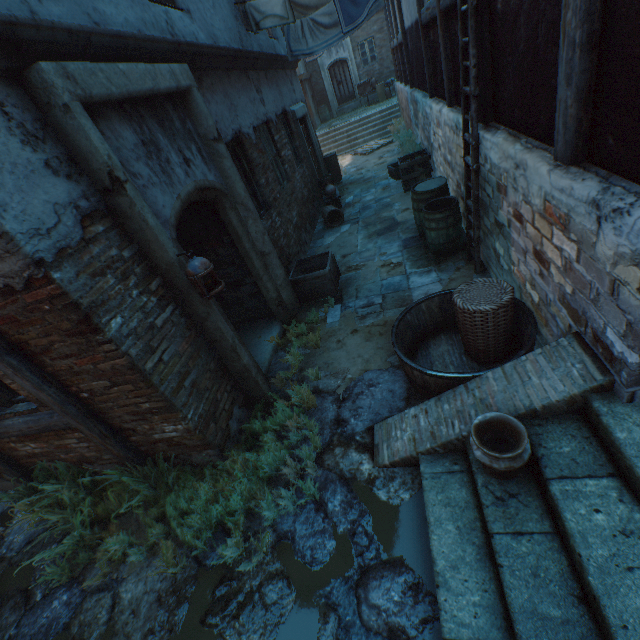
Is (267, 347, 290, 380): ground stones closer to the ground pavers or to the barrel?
the ground pavers

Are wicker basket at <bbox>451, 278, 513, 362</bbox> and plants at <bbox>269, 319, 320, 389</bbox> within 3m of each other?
yes

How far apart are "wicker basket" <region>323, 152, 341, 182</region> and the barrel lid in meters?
6.5

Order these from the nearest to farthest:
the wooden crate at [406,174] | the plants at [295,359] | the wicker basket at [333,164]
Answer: the plants at [295,359], the wooden crate at [406,174], the wicker basket at [333,164]

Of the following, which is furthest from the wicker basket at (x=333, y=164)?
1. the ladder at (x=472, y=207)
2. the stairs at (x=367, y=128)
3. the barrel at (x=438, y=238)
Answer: the ladder at (x=472, y=207)

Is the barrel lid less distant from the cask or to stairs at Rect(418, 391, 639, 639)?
the cask

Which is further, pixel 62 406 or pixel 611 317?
pixel 62 406

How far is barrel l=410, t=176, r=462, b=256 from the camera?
5.13m
